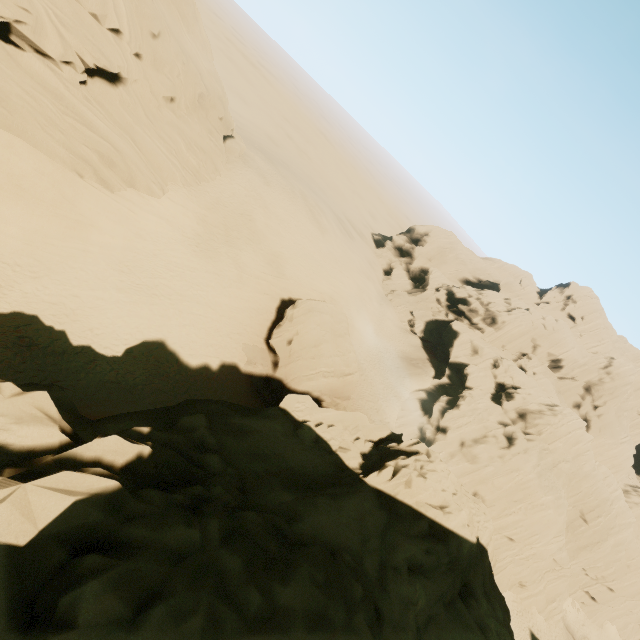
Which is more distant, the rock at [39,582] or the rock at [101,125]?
the rock at [101,125]

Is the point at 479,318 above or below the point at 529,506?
above

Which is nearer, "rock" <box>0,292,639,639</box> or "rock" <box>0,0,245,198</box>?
"rock" <box>0,292,639,639</box>
